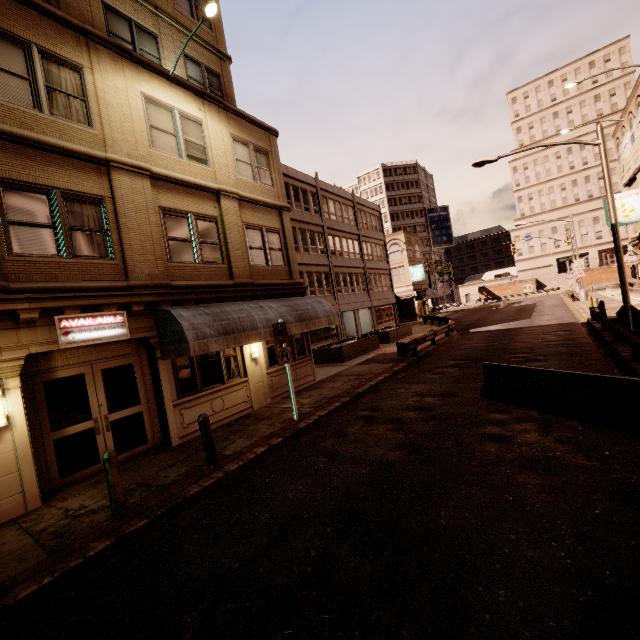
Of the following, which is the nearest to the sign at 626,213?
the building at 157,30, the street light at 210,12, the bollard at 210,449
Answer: the building at 157,30

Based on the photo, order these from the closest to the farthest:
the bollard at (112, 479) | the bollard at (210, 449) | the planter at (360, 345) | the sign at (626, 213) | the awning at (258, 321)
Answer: the bollard at (112, 479) → the bollard at (210, 449) → the awning at (258, 321) → the sign at (626, 213) → the planter at (360, 345)

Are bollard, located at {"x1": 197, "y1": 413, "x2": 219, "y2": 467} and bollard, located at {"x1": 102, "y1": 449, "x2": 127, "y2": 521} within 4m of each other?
yes

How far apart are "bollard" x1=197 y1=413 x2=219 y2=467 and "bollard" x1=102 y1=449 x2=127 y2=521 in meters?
1.7

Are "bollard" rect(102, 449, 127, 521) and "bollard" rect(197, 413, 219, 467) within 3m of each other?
yes

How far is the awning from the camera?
8.6 meters

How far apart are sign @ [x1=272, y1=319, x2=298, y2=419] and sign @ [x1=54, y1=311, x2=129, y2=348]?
3.9 meters

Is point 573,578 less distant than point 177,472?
Yes
